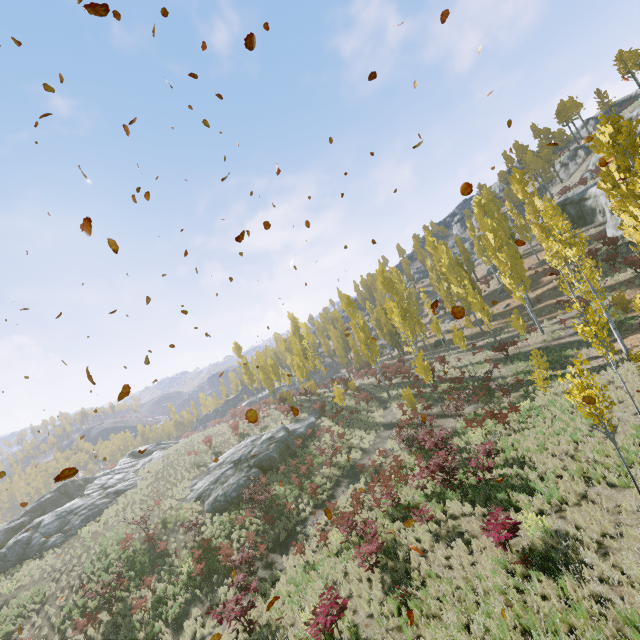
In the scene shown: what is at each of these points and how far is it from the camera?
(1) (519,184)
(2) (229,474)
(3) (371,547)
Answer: (1) instancedfoliageactor, 27.86m
(2) rock, 26.59m
(3) instancedfoliageactor, 11.35m

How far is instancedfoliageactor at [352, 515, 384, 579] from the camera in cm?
1122

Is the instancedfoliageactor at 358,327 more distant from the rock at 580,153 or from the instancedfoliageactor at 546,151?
the rock at 580,153

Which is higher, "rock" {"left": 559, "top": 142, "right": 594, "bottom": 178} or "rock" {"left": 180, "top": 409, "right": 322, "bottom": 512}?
"rock" {"left": 559, "top": 142, "right": 594, "bottom": 178}

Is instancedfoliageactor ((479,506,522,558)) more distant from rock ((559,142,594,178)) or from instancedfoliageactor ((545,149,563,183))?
rock ((559,142,594,178))

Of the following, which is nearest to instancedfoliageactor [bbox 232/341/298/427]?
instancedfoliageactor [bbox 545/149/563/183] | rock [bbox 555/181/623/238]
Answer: instancedfoliageactor [bbox 545/149/563/183]

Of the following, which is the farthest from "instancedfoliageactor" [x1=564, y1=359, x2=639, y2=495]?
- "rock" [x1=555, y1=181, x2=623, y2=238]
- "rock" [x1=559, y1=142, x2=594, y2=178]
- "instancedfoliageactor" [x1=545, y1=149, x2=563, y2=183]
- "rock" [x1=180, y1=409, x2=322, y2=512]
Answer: "rock" [x1=559, y1=142, x2=594, y2=178]

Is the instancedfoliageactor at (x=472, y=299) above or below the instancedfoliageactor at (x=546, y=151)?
below
